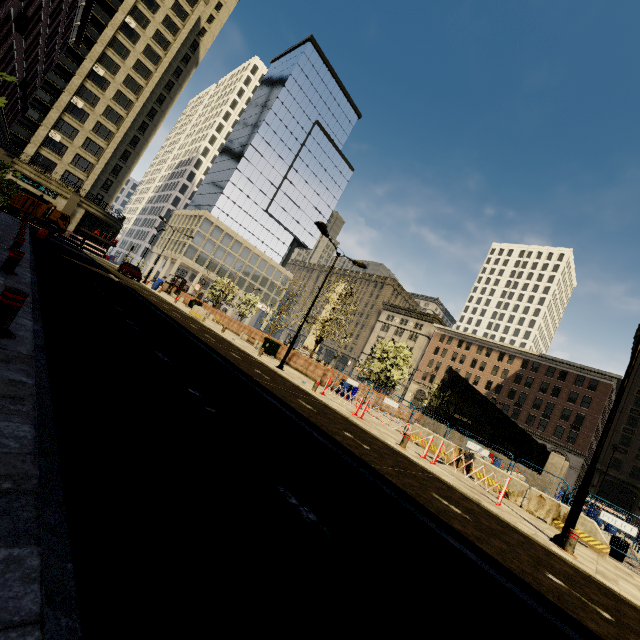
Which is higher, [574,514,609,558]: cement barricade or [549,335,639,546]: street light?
[549,335,639,546]: street light

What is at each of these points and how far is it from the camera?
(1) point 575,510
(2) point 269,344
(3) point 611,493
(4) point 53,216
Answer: (1) street light, 8.5m
(2) dumpster, 24.1m
(3) building, 45.2m
(4) truck, 40.8m

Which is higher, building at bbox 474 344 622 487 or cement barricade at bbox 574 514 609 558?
building at bbox 474 344 622 487

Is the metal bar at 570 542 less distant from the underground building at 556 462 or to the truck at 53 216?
the underground building at 556 462

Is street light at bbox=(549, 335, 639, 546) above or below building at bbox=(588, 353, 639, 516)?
below

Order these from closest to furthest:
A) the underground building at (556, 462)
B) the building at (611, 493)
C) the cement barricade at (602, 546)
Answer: the cement barricade at (602, 546) → the underground building at (556, 462) → the building at (611, 493)

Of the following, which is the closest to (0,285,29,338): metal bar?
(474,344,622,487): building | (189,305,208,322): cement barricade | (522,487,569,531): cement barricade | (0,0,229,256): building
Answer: (0,0,229,256): building

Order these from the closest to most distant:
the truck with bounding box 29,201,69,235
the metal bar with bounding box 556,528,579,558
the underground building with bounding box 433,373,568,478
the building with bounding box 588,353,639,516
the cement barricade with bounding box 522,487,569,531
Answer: the metal bar with bounding box 556,528,579,558
the cement barricade with bounding box 522,487,569,531
the underground building with bounding box 433,373,568,478
the truck with bounding box 29,201,69,235
the building with bounding box 588,353,639,516
